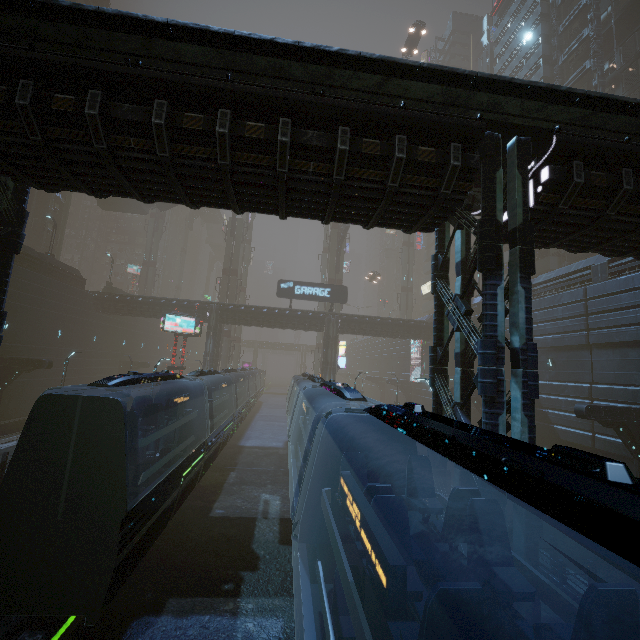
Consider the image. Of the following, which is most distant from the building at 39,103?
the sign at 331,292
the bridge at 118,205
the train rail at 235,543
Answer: the bridge at 118,205

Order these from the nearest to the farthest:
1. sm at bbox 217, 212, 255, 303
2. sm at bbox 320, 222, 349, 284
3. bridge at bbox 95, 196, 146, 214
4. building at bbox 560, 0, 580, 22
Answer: building at bbox 560, 0, 580, 22 < bridge at bbox 95, 196, 146, 214 < sm at bbox 217, 212, 255, 303 < sm at bbox 320, 222, 349, 284

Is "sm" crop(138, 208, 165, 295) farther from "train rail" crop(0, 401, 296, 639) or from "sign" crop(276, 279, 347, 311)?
"sign" crop(276, 279, 347, 311)

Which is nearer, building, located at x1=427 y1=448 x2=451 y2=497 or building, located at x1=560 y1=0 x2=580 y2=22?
building, located at x1=427 y1=448 x2=451 y2=497

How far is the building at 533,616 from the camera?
6.67m

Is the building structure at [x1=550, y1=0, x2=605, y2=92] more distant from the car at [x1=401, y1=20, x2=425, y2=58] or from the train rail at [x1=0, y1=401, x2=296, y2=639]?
the train rail at [x1=0, y1=401, x2=296, y2=639]

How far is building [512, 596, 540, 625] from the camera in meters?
6.7 m

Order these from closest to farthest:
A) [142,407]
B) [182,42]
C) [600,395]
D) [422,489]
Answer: [422,489] → [182,42] → [142,407] → [600,395]
